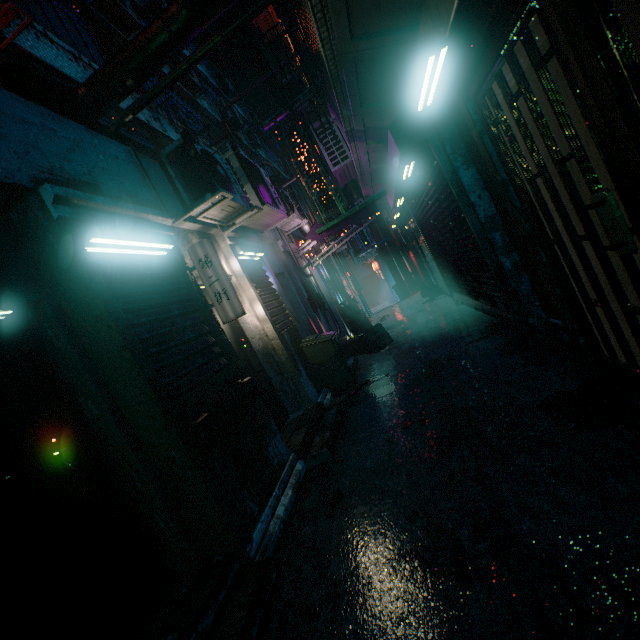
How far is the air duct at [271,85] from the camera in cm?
763

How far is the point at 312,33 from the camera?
3.0 meters

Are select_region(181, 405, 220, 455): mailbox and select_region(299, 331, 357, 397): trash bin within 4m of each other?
yes

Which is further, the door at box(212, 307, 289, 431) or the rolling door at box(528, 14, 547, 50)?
the door at box(212, 307, 289, 431)

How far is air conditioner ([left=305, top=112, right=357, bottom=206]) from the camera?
5.7 meters

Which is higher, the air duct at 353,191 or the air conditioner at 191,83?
the air conditioner at 191,83

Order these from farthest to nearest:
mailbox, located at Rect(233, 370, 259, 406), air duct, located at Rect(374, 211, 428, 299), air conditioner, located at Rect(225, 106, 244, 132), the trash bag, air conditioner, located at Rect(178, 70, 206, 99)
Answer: air conditioner, located at Rect(225, 106, 244, 132)
air duct, located at Rect(374, 211, 428, 299)
air conditioner, located at Rect(178, 70, 206, 99)
the trash bag
mailbox, located at Rect(233, 370, 259, 406)

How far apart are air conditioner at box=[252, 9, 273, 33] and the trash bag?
9.1m
